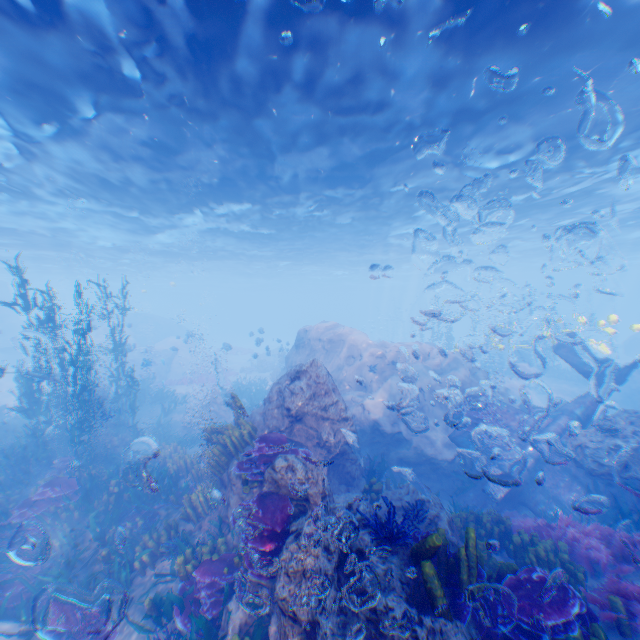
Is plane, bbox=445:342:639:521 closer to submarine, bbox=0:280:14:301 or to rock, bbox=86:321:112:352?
rock, bbox=86:321:112:352

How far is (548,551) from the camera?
6.1m

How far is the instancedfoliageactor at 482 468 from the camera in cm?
1120

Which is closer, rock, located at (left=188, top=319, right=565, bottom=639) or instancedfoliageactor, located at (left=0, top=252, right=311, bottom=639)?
rock, located at (left=188, top=319, right=565, bottom=639)

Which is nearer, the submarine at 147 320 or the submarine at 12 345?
the submarine at 12 345

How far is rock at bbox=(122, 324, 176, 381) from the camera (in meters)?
24.21

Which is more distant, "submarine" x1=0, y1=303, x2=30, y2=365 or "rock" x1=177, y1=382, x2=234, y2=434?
"submarine" x1=0, y1=303, x2=30, y2=365
